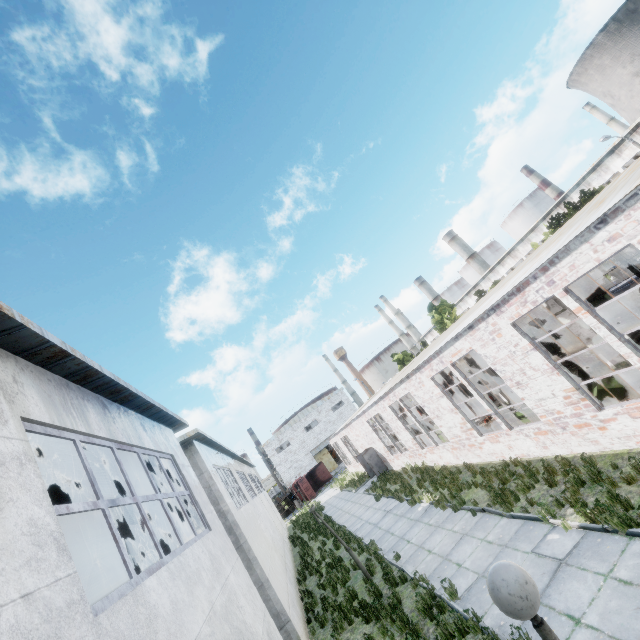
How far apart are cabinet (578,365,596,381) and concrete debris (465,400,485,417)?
10.02m

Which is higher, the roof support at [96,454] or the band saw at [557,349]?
the roof support at [96,454]

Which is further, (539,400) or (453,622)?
(539,400)

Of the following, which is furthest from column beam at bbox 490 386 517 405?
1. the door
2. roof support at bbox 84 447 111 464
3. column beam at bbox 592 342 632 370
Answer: the door

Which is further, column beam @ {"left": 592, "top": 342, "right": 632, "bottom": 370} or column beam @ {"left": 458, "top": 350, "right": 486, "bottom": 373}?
column beam @ {"left": 458, "top": 350, "right": 486, "bottom": 373}

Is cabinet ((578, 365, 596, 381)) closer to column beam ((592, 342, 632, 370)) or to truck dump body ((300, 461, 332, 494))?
column beam ((592, 342, 632, 370))

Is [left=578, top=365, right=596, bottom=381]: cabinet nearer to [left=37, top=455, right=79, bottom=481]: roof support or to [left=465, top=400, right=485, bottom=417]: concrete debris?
[left=465, top=400, right=485, bottom=417]: concrete debris

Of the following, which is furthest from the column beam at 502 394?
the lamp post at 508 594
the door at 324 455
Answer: the door at 324 455
